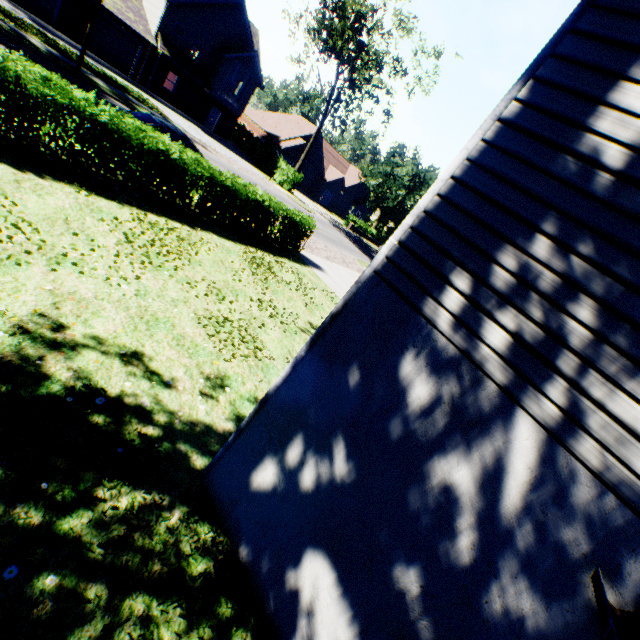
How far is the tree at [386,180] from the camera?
48.2m

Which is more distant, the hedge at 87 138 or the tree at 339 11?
the tree at 339 11

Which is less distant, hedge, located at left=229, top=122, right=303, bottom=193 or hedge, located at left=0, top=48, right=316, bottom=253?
hedge, located at left=0, top=48, right=316, bottom=253

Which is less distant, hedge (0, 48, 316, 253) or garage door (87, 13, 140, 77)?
hedge (0, 48, 316, 253)

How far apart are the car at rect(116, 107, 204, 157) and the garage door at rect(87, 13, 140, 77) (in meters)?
20.83

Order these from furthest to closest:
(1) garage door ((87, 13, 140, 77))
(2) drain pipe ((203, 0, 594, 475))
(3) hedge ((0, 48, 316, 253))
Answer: (1) garage door ((87, 13, 140, 77)) → (3) hedge ((0, 48, 316, 253)) → (2) drain pipe ((203, 0, 594, 475))

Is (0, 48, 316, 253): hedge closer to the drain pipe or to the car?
the car

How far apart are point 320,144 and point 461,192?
48.1m
